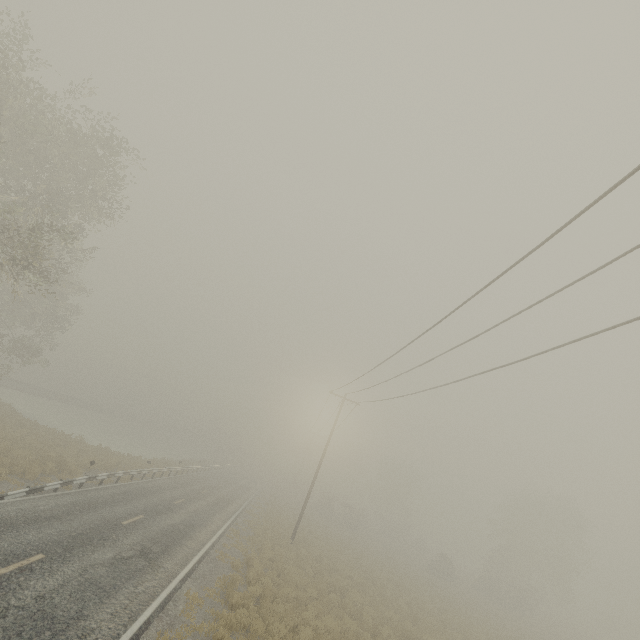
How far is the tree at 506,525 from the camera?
38.0m

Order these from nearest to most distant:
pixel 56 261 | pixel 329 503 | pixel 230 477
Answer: pixel 56 261, pixel 230 477, pixel 329 503

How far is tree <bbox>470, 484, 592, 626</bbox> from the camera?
38.00m
